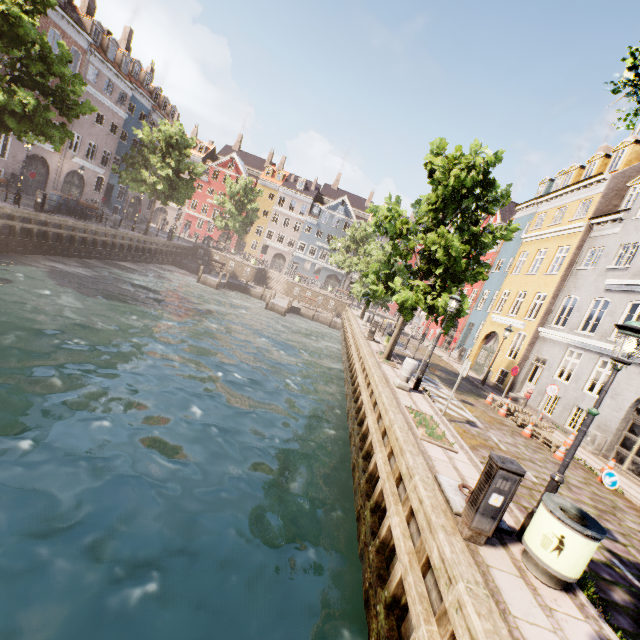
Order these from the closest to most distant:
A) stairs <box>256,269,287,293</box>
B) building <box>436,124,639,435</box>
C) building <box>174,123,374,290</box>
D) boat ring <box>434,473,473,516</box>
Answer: boat ring <box>434,473,473,516</box> < building <box>436,124,639,435</box> < stairs <box>256,269,287,293</box> < building <box>174,123,374,290</box>

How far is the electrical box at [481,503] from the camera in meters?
4.4

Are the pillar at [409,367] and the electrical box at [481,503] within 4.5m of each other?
no

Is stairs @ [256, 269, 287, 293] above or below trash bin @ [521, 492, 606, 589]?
below

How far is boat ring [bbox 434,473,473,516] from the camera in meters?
5.2 m

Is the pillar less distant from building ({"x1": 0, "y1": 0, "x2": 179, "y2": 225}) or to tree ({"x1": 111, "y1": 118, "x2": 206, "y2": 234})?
tree ({"x1": 111, "y1": 118, "x2": 206, "y2": 234})

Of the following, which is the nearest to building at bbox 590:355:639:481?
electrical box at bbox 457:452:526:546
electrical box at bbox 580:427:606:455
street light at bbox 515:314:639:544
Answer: electrical box at bbox 457:452:526:546

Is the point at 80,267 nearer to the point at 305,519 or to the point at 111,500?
the point at 111,500
